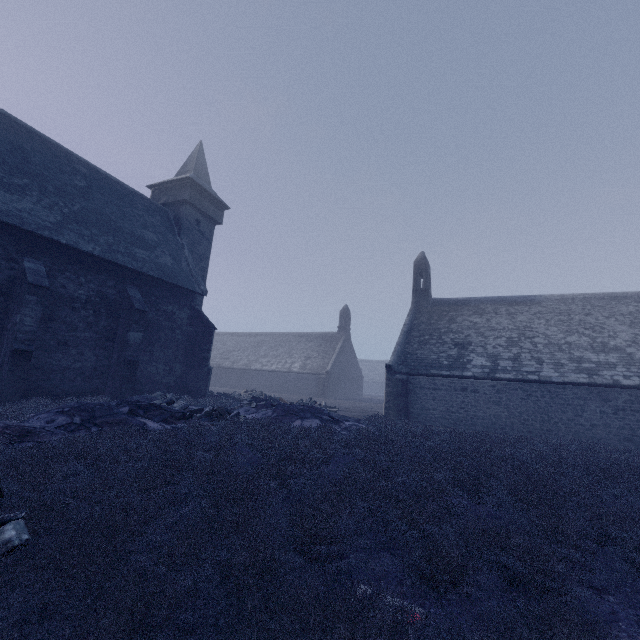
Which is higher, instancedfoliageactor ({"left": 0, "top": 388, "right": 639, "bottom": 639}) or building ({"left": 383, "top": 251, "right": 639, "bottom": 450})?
building ({"left": 383, "top": 251, "right": 639, "bottom": 450})

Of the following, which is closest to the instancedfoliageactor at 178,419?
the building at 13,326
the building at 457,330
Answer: the building at 13,326

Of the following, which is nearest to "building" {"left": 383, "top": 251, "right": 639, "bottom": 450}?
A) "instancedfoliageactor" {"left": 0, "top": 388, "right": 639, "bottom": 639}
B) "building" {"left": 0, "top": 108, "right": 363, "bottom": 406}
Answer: "instancedfoliageactor" {"left": 0, "top": 388, "right": 639, "bottom": 639}

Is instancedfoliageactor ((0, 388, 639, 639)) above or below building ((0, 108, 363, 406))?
below

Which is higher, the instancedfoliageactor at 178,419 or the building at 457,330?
the building at 457,330

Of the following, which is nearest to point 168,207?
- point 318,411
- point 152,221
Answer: point 152,221

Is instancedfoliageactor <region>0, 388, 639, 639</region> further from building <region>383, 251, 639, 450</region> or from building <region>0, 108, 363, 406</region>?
building <region>383, 251, 639, 450</region>
